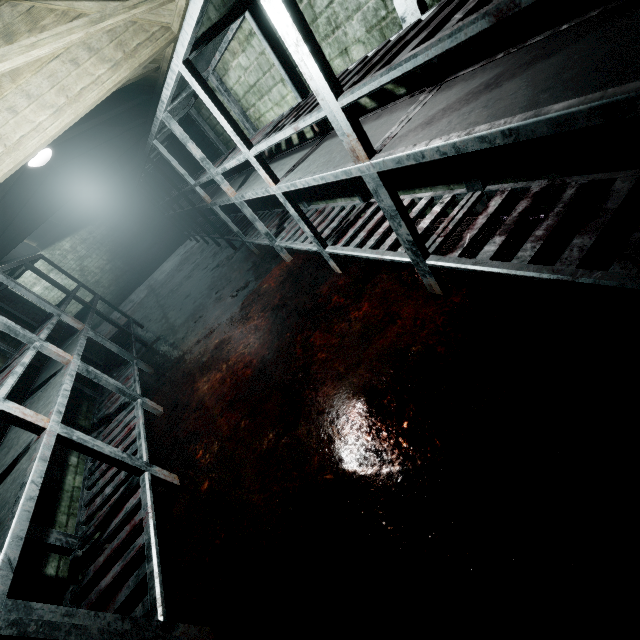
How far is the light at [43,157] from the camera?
3.5 meters

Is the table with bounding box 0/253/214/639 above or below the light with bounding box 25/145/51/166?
below

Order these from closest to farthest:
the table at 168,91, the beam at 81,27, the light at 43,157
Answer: the table at 168,91, the beam at 81,27, the light at 43,157

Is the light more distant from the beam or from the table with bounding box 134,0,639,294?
the beam

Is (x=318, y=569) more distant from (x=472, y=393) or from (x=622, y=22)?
(x=622, y=22)

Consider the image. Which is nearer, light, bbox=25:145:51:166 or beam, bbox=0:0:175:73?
beam, bbox=0:0:175:73
